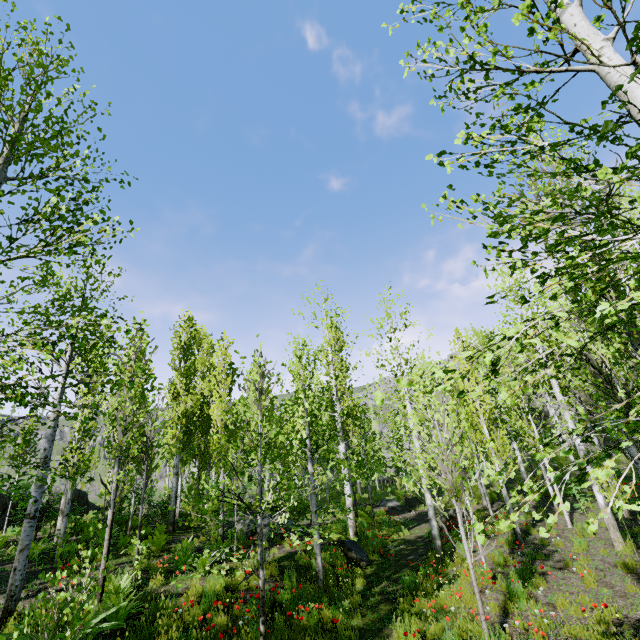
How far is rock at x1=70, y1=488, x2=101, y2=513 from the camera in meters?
18.7 m

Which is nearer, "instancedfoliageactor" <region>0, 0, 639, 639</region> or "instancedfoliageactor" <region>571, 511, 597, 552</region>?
"instancedfoliageactor" <region>571, 511, 597, 552</region>

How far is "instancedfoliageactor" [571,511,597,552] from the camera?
1.7m

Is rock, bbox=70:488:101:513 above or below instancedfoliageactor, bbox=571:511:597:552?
above

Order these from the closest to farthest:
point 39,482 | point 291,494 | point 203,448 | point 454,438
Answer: point 39,482
point 454,438
point 291,494
point 203,448

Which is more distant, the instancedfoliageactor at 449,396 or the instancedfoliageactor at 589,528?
the instancedfoliageactor at 449,396

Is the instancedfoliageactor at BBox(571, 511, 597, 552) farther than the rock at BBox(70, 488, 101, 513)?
No

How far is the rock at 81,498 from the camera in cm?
1869
